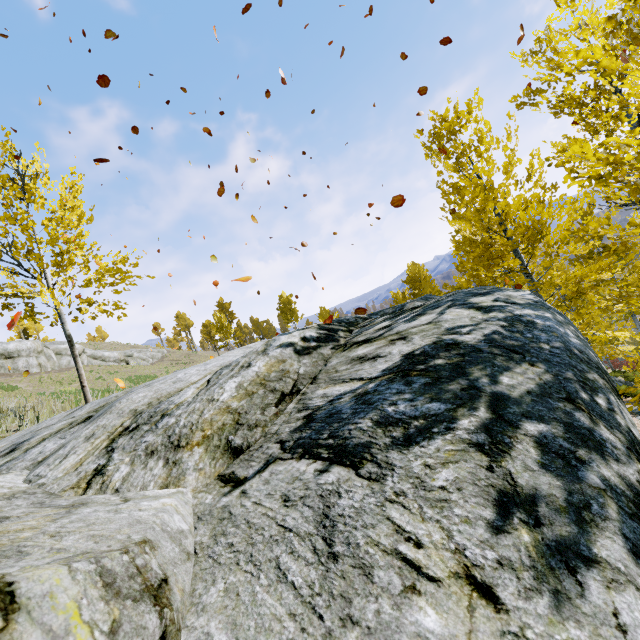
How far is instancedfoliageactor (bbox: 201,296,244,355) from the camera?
38.7 meters

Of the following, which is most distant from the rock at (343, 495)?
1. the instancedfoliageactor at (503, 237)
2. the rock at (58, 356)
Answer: the rock at (58, 356)

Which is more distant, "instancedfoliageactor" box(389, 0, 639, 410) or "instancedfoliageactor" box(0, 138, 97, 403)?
"instancedfoliageactor" box(0, 138, 97, 403)

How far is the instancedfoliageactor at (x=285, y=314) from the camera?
42.56m

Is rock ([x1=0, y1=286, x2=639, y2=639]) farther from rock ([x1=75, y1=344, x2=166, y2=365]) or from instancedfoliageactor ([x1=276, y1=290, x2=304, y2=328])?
rock ([x1=75, y1=344, x2=166, y2=365])

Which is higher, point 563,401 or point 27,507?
point 27,507

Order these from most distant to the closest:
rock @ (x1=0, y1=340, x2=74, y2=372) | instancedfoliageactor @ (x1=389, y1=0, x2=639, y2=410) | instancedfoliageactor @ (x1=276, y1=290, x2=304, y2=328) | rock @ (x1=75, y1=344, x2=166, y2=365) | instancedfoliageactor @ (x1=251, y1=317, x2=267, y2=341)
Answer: instancedfoliageactor @ (x1=251, y1=317, x2=267, y2=341), instancedfoliageactor @ (x1=276, y1=290, x2=304, y2=328), rock @ (x1=75, y1=344, x2=166, y2=365), rock @ (x1=0, y1=340, x2=74, y2=372), instancedfoliageactor @ (x1=389, y1=0, x2=639, y2=410)
